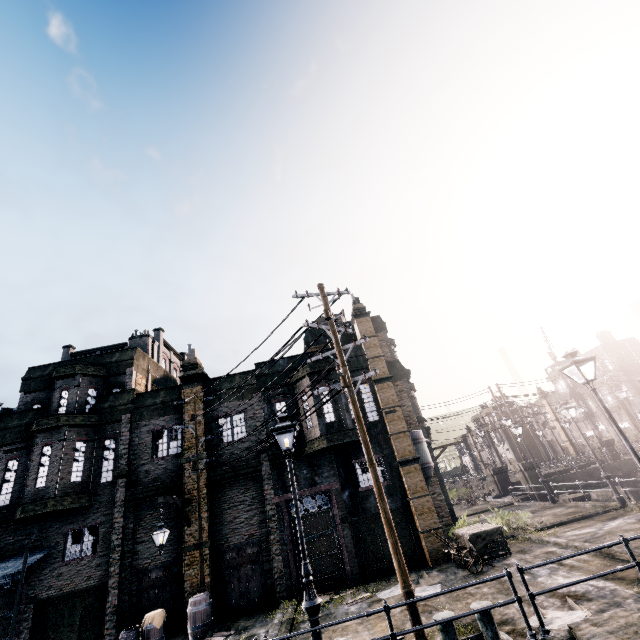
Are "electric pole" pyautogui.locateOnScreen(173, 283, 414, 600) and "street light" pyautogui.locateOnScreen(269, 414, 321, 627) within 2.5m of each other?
yes

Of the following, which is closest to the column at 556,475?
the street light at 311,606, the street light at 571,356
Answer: the street light at 571,356

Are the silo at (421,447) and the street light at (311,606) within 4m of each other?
no

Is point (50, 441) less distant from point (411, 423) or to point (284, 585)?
point (284, 585)

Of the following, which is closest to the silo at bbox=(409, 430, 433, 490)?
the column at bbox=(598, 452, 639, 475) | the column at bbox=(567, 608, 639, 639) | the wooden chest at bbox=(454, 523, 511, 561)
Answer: the wooden chest at bbox=(454, 523, 511, 561)

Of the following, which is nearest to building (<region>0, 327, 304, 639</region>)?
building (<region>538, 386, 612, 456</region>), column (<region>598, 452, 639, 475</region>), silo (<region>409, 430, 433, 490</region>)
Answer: silo (<region>409, 430, 433, 490</region>)

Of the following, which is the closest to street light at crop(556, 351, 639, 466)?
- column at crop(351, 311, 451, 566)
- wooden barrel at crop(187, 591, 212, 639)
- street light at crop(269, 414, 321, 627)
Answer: street light at crop(269, 414, 321, 627)

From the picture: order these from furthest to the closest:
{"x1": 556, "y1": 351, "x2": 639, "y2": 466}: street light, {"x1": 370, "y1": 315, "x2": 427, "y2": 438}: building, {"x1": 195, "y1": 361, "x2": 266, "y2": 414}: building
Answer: {"x1": 370, "y1": 315, "x2": 427, "y2": 438}: building → {"x1": 195, "y1": 361, "x2": 266, "y2": 414}: building → {"x1": 556, "y1": 351, "x2": 639, "y2": 466}: street light
